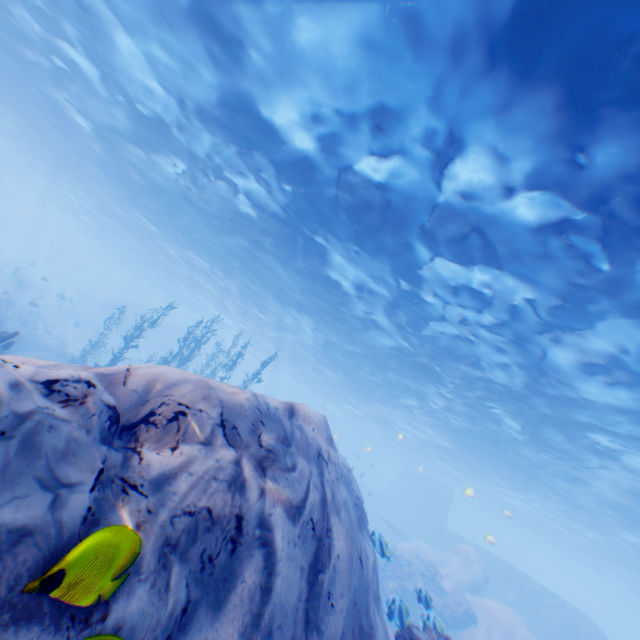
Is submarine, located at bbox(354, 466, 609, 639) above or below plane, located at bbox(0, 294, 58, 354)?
above

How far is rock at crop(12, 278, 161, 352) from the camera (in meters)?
35.29

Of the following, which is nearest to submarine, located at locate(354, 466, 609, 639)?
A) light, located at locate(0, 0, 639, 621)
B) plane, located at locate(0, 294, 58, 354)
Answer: light, located at locate(0, 0, 639, 621)

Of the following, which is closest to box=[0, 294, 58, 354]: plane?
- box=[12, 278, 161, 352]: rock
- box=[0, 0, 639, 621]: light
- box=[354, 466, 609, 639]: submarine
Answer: box=[12, 278, 161, 352]: rock

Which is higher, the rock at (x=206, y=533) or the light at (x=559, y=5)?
the light at (x=559, y=5)

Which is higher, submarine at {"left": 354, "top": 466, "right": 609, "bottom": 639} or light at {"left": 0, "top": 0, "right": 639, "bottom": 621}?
light at {"left": 0, "top": 0, "right": 639, "bottom": 621}

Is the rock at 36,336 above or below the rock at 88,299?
below

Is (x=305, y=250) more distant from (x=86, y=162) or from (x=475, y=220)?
(x=86, y=162)
